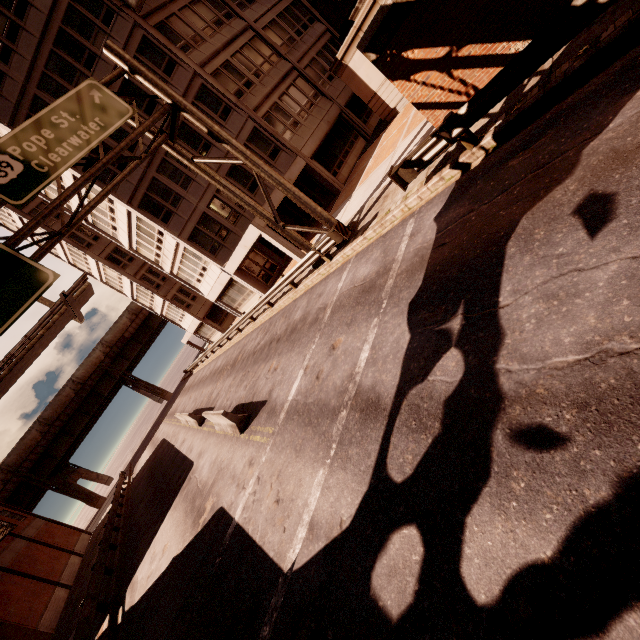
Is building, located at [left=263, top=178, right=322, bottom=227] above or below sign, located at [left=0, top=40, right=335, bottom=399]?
below

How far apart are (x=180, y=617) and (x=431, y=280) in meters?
9.5

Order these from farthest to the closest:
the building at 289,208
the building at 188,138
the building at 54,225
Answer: the building at 54,225
the building at 188,138
the building at 289,208

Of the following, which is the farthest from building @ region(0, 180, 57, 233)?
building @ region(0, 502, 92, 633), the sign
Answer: building @ region(0, 502, 92, 633)

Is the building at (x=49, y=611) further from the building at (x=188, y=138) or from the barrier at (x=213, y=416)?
the building at (x=188, y=138)

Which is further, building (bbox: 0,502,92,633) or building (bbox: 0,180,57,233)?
building (bbox: 0,180,57,233)

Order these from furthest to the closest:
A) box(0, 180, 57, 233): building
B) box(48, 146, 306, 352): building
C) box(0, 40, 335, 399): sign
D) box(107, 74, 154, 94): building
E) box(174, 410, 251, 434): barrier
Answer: box(0, 180, 57, 233): building
box(48, 146, 306, 352): building
box(107, 74, 154, 94): building
box(174, 410, 251, 434): barrier
box(0, 40, 335, 399): sign

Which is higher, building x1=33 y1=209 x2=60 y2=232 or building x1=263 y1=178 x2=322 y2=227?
building x1=33 y1=209 x2=60 y2=232
